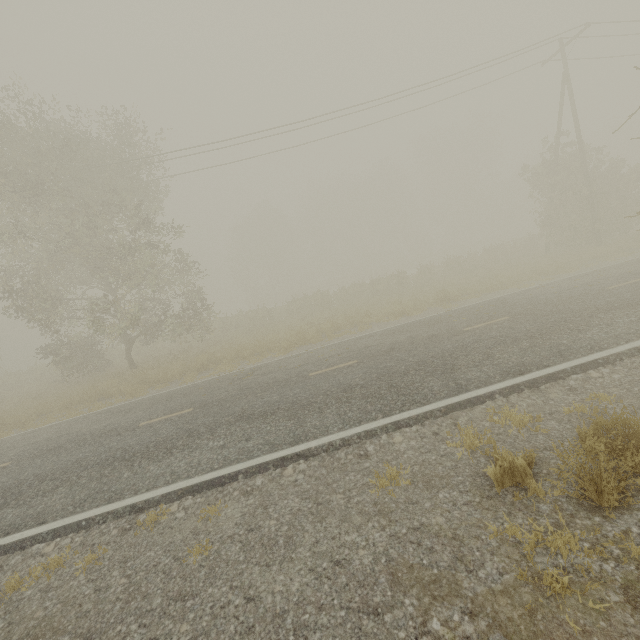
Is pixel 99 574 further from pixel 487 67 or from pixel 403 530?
pixel 487 67

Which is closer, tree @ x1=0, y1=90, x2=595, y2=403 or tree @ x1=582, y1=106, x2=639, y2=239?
tree @ x1=0, y1=90, x2=595, y2=403

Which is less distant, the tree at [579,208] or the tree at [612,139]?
the tree at [579,208]
